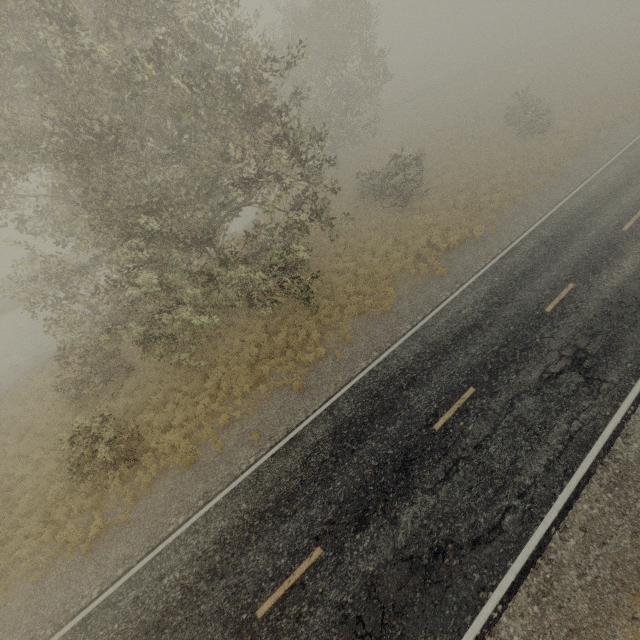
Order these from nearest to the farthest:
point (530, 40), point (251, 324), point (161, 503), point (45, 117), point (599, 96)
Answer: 1. point (45, 117)
2. point (161, 503)
3. point (251, 324)
4. point (599, 96)
5. point (530, 40)
